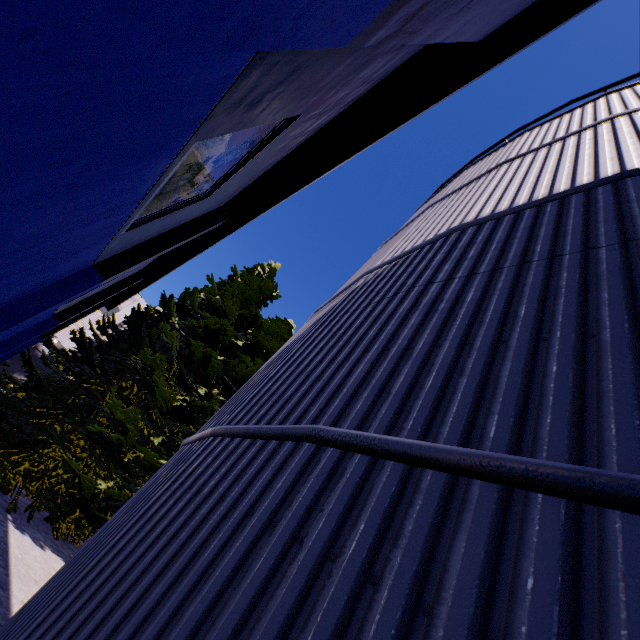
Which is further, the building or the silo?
the building

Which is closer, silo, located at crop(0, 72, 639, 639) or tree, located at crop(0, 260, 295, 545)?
silo, located at crop(0, 72, 639, 639)

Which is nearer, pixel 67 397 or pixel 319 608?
pixel 319 608

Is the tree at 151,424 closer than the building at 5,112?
No

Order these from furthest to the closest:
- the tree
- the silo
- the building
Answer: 1. the tree
2. the building
3. the silo

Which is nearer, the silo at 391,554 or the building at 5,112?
the silo at 391,554

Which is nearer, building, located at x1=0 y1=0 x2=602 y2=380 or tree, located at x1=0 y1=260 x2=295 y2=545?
building, located at x1=0 y1=0 x2=602 y2=380
